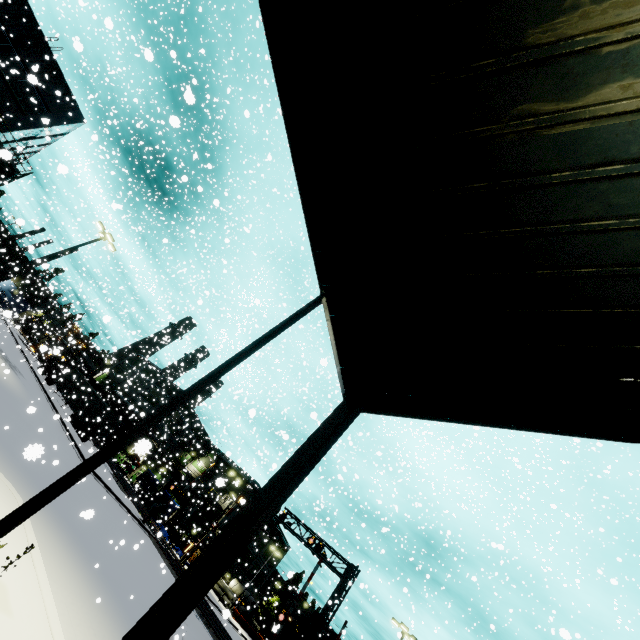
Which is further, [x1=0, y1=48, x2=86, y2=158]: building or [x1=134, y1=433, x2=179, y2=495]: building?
[x1=0, y1=48, x2=86, y2=158]: building

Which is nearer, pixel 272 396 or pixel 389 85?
pixel 389 85

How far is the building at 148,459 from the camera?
17.0m

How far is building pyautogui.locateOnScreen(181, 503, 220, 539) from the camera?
49.7m

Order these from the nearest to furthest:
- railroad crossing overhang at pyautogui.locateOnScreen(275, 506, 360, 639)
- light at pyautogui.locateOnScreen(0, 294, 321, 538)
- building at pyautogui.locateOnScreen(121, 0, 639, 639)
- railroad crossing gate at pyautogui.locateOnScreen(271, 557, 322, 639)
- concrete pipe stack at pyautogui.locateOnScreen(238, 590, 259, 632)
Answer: building at pyautogui.locateOnScreen(121, 0, 639, 639) < light at pyautogui.locateOnScreen(0, 294, 321, 538) < railroad crossing gate at pyautogui.locateOnScreen(271, 557, 322, 639) < railroad crossing overhang at pyautogui.locateOnScreen(275, 506, 360, 639) < concrete pipe stack at pyautogui.locateOnScreen(238, 590, 259, 632)

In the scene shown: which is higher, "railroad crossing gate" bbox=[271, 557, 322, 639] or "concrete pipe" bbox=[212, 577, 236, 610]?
"railroad crossing gate" bbox=[271, 557, 322, 639]
